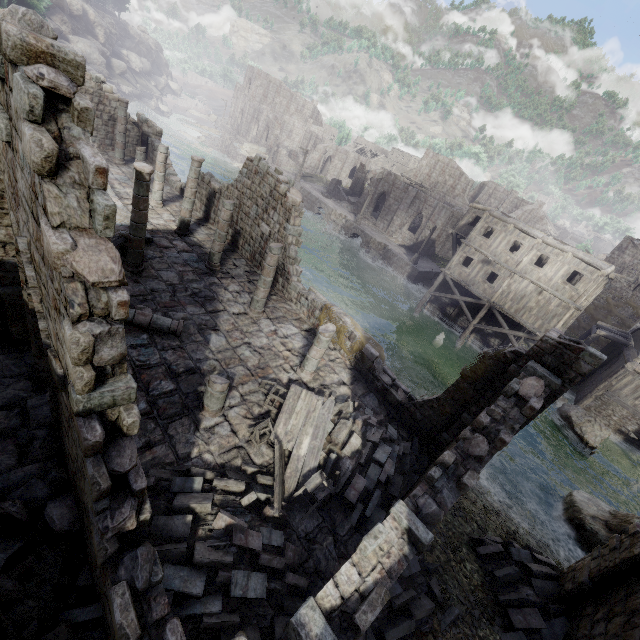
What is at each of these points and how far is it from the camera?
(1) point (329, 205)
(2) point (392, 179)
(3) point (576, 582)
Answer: (1) building base, 44.9 meters
(2) building, 43.7 meters
(3) building, 9.0 meters

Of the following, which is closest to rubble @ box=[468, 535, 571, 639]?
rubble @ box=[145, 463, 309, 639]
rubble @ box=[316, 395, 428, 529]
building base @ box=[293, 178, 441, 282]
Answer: rubble @ box=[316, 395, 428, 529]

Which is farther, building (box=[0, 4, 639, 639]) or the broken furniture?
the broken furniture

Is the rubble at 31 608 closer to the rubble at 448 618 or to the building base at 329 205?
the rubble at 448 618

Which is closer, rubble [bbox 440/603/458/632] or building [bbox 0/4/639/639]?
building [bbox 0/4/639/639]

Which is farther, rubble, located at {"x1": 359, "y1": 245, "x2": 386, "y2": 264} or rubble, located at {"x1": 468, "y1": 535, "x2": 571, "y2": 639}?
rubble, located at {"x1": 359, "y1": 245, "x2": 386, "y2": 264}

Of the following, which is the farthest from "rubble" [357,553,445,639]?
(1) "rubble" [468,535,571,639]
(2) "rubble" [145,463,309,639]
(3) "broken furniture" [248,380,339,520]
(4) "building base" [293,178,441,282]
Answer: (4) "building base" [293,178,441,282]

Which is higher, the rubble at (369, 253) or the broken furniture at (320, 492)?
the broken furniture at (320, 492)
